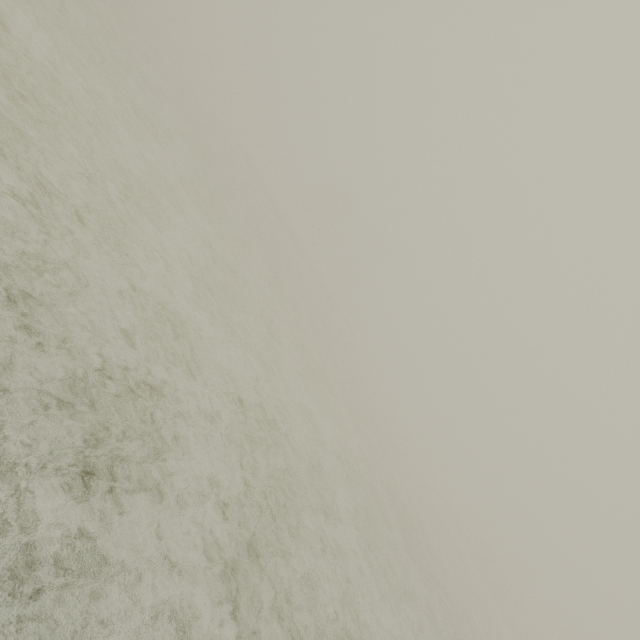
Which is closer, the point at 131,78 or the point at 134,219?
the point at 134,219
